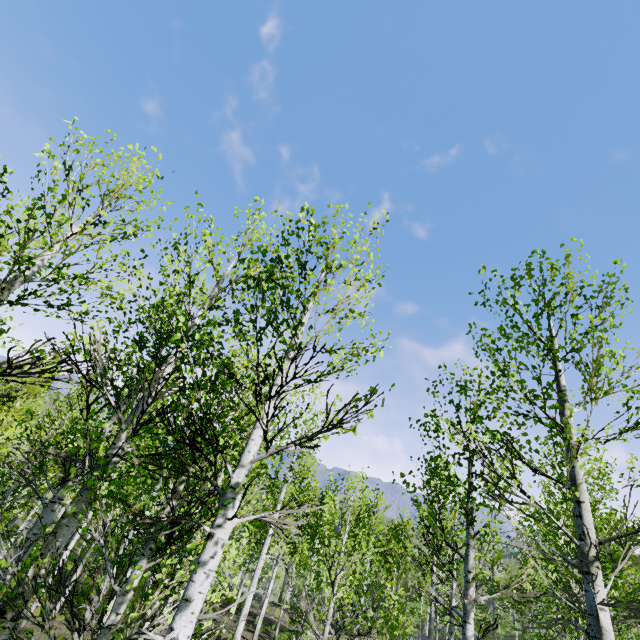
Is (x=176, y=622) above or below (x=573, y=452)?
below
